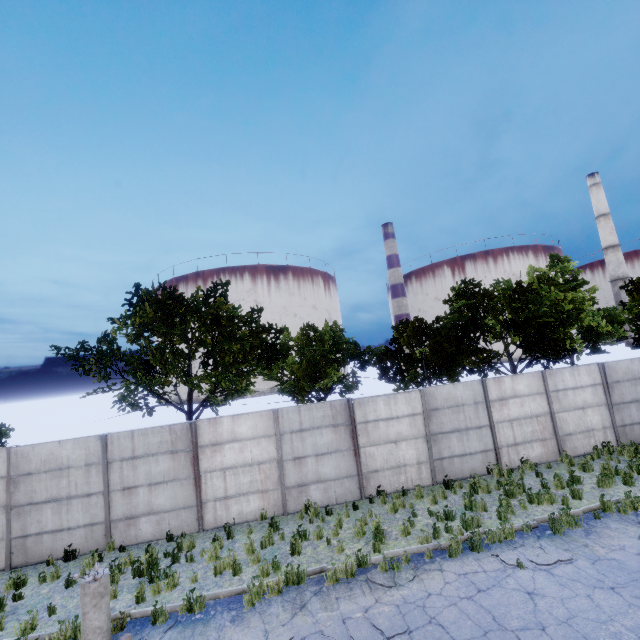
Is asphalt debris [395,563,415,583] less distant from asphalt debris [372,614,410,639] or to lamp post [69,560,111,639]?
asphalt debris [372,614,410,639]

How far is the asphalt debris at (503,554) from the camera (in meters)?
7.51

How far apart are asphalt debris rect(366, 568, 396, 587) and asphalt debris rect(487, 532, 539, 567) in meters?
1.9 m

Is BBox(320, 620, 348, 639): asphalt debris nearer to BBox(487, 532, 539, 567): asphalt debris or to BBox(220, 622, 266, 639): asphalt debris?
BBox(220, 622, 266, 639): asphalt debris

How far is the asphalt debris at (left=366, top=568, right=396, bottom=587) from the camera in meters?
7.3

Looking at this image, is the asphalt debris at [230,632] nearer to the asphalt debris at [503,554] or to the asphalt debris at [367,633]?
the asphalt debris at [367,633]

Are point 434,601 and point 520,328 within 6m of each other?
no
